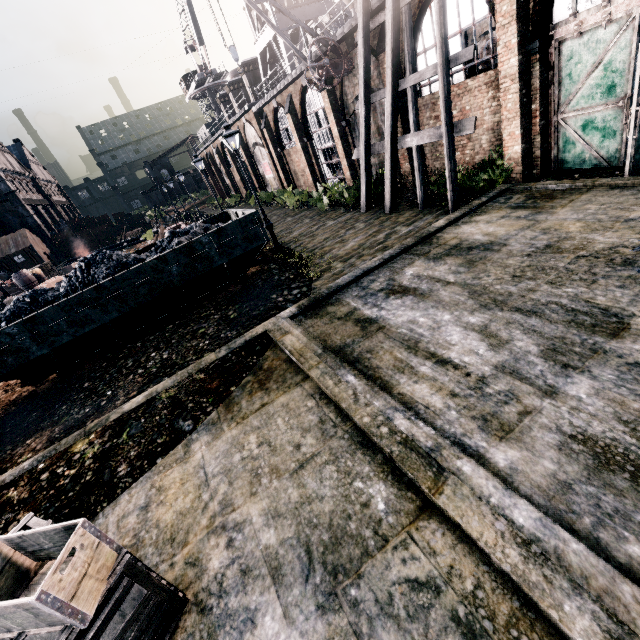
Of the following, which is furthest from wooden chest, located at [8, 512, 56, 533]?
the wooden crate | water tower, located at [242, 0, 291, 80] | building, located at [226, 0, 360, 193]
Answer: water tower, located at [242, 0, 291, 80]

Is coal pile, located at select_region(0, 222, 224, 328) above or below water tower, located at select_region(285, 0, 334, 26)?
below

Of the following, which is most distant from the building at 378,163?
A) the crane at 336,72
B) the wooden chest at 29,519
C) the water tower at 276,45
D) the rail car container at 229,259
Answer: the wooden chest at 29,519

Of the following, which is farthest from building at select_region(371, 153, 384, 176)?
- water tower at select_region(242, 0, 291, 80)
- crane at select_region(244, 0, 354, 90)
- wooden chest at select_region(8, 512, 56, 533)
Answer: wooden chest at select_region(8, 512, 56, 533)

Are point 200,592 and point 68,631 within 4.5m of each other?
yes

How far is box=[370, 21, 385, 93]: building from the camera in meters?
14.7

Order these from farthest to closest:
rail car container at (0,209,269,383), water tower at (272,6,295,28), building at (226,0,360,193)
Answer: water tower at (272,6,295,28), building at (226,0,360,193), rail car container at (0,209,269,383)
